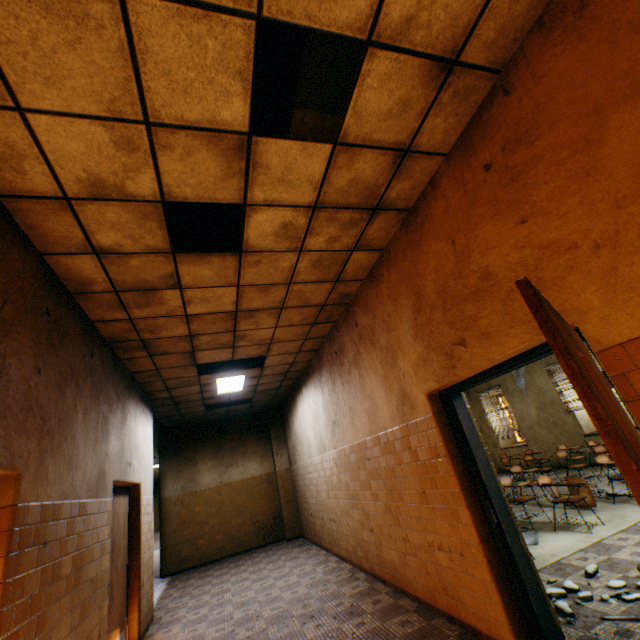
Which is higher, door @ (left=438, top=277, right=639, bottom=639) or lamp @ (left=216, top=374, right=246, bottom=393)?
lamp @ (left=216, top=374, right=246, bottom=393)

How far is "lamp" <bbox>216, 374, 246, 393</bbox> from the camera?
7.2m

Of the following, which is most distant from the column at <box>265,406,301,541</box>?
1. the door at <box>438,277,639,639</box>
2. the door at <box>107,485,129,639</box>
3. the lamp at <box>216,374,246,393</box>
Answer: the door at <box>438,277,639,639</box>

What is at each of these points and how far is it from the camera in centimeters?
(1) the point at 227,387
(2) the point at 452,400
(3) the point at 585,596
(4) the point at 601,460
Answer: (1) lamp, 788cm
(2) door, 337cm
(3) concrete debris, 317cm
(4) student desk, 604cm

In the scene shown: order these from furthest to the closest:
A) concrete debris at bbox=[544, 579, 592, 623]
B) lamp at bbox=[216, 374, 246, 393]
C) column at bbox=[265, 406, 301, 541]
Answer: column at bbox=[265, 406, 301, 541], lamp at bbox=[216, 374, 246, 393], concrete debris at bbox=[544, 579, 592, 623]

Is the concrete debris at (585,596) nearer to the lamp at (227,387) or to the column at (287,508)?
the lamp at (227,387)

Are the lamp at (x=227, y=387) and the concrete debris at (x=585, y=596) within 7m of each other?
yes

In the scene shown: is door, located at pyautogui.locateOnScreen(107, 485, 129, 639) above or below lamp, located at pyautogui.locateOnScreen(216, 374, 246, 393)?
below
